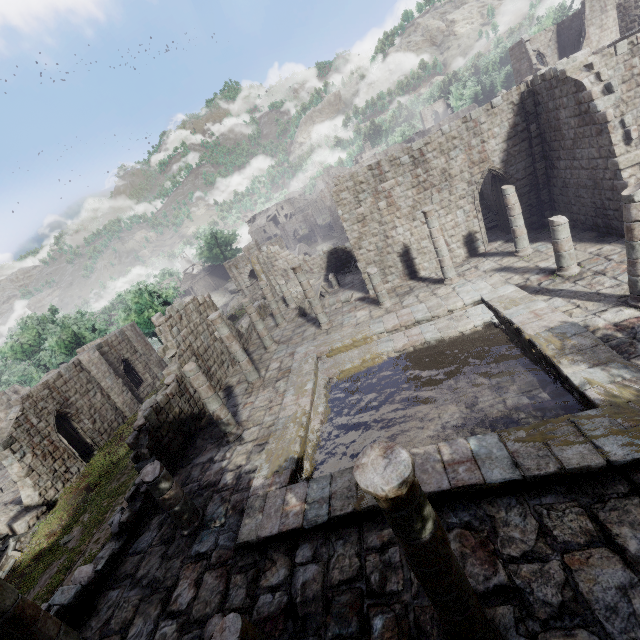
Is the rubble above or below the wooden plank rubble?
below

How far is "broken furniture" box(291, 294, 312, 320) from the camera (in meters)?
21.86

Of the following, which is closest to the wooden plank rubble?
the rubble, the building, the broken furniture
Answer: the building

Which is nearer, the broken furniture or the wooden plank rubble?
the broken furniture

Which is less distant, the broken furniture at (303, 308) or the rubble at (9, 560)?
the rubble at (9, 560)

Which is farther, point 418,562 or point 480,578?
point 480,578

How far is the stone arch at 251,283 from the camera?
39.6m

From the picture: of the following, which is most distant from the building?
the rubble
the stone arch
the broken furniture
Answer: the stone arch
